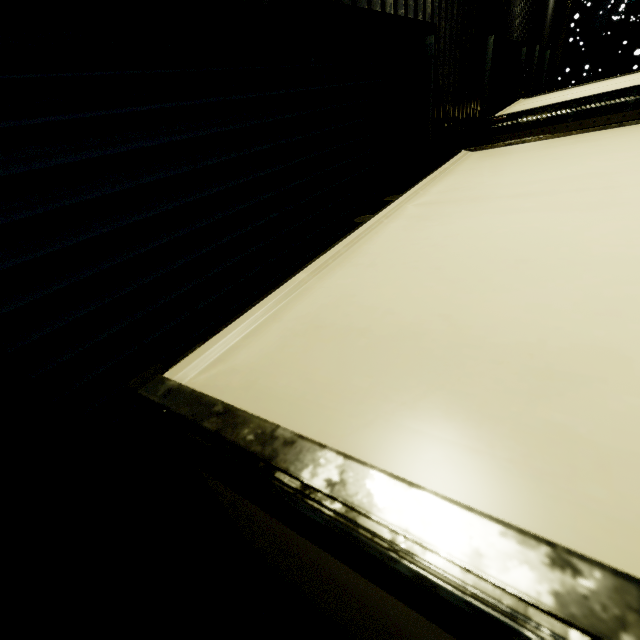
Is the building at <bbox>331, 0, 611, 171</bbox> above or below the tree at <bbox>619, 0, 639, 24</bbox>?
below

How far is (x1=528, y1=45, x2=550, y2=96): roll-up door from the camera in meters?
7.0

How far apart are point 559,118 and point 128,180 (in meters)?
4.69

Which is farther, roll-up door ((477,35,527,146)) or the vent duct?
the vent duct

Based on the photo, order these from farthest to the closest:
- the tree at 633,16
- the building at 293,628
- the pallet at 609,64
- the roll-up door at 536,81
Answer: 1. the tree at 633,16
2. the pallet at 609,64
3. the roll-up door at 536,81
4. the building at 293,628

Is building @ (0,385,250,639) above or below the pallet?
below

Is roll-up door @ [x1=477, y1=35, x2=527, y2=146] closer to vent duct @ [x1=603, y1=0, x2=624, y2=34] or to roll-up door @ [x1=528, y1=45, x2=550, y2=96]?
roll-up door @ [x1=528, y1=45, x2=550, y2=96]

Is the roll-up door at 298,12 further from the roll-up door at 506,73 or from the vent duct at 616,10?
the vent duct at 616,10
